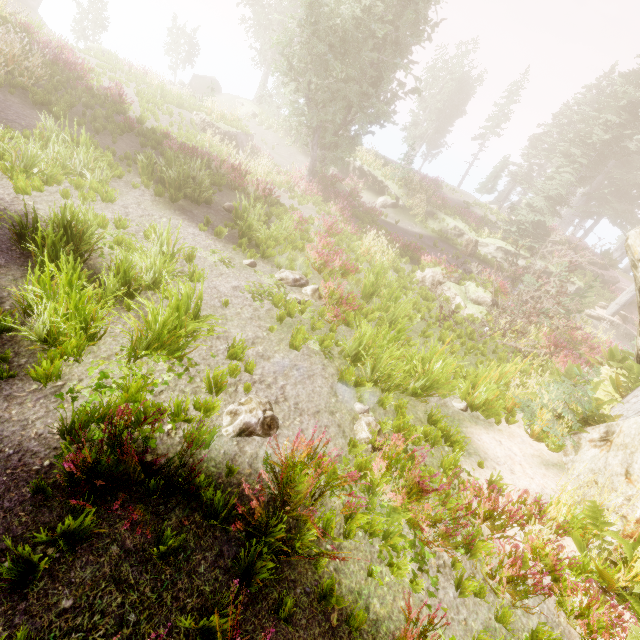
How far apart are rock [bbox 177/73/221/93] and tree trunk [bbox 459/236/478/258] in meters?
30.3 m

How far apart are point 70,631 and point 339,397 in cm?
418

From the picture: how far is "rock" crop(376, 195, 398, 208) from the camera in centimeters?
2418cm

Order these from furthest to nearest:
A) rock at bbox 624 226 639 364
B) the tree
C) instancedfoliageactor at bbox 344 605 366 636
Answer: the tree, rock at bbox 624 226 639 364, instancedfoliageactor at bbox 344 605 366 636

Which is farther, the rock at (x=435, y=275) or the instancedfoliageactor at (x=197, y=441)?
the rock at (x=435, y=275)

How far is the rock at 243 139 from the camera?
18.6 meters

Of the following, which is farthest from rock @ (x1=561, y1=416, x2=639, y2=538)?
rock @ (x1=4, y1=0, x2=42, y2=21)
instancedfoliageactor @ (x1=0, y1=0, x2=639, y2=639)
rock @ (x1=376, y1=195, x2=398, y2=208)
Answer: rock @ (x1=4, y1=0, x2=42, y2=21)

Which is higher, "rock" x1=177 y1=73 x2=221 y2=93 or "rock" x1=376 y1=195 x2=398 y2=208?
"rock" x1=177 y1=73 x2=221 y2=93
